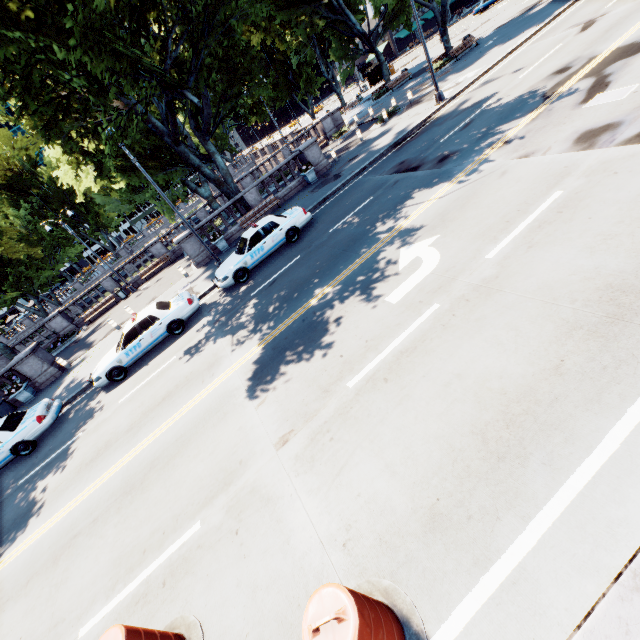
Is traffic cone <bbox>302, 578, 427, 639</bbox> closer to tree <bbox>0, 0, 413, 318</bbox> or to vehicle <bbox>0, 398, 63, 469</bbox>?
tree <bbox>0, 0, 413, 318</bbox>

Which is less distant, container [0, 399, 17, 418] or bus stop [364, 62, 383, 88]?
container [0, 399, 17, 418]

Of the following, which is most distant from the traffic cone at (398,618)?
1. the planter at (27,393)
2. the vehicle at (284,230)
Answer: the planter at (27,393)

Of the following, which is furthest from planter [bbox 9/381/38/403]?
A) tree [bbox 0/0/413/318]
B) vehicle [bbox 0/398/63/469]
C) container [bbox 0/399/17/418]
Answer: vehicle [bbox 0/398/63/469]

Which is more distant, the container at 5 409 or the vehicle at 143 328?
the container at 5 409

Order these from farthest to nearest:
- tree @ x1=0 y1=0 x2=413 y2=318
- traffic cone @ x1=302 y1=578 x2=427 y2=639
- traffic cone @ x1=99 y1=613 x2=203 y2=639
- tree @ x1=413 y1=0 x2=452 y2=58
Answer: tree @ x1=413 y1=0 x2=452 y2=58 < tree @ x1=0 y1=0 x2=413 y2=318 < traffic cone @ x1=99 y1=613 x2=203 y2=639 < traffic cone @ x1=302 y1=578 x2=427 y2=639

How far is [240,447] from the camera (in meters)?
6.71

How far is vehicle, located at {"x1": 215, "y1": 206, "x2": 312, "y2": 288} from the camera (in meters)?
13.95
